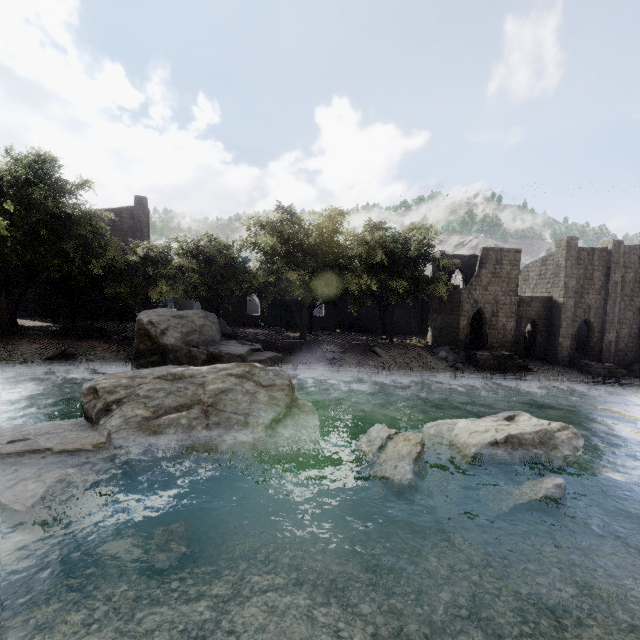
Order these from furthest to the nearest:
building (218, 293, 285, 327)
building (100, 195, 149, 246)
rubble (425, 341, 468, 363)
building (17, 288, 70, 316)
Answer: building (218, 293, 285, 327) < building (100, 195, 149, 246) < building (17, 288, 70, 316) < rubble (425, 341, 468, 363)

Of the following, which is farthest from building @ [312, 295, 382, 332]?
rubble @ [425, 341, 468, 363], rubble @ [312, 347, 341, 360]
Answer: rubble @ [312, 347, 341, 360]

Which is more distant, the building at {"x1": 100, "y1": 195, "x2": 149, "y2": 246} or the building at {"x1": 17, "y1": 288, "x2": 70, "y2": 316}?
the building at {"x1": 100, "y1": 195, "x2": 149, "y2": 246}

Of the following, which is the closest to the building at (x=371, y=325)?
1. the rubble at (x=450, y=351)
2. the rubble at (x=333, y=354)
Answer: the rubble at (x=450, y=351)

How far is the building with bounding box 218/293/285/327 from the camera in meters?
39.9 m

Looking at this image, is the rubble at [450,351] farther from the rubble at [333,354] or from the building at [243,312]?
the rubble at [333,354]

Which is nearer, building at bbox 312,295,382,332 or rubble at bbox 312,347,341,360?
rubble at bbox 312,347,341,360

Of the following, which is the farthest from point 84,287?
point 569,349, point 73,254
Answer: point 569,349
